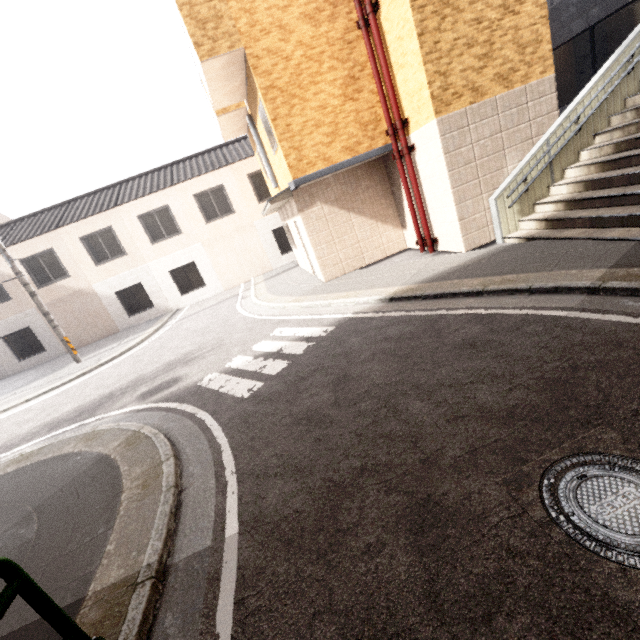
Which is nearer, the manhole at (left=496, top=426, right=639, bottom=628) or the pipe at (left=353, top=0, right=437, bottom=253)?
the manhole at (left=496, top=426, right=639, bottom=628)

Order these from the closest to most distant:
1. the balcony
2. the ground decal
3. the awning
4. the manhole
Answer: the manhole
the ground decal
the balcony
the awning

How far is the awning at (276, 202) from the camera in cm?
849

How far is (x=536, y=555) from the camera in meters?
1.9

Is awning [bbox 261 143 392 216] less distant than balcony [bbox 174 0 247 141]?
No

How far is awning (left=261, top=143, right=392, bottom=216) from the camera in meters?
8.5 m

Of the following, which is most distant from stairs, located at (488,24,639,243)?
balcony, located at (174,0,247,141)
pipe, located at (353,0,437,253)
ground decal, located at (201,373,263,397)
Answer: balcony, located at (174,0,247,141)

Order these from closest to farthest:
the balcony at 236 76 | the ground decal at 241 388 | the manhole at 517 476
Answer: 1. the manhole at 517 476
2. the ground decal at 241 388
3. the balcony at 236 76
